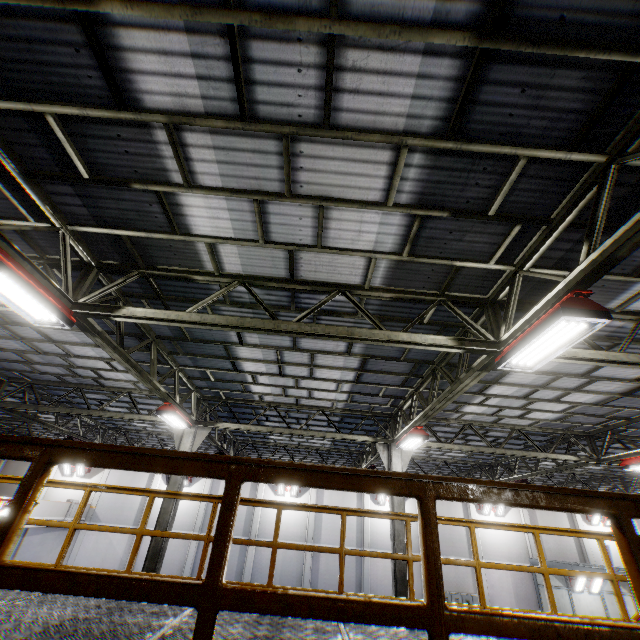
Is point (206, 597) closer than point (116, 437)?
Yes

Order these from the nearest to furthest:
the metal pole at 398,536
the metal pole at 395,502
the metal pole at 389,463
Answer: the metal pole at 398,536, the metal pole at 395,502, the metal pole at 389,463

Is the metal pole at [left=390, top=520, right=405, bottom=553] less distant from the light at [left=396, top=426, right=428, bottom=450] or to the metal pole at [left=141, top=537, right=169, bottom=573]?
the light at [left=396, top=426, right=428, bottom=450]

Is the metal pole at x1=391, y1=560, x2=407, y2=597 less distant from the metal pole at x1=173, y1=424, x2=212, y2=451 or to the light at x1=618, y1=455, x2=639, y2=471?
the metal pole at x1=173, y1=424, x2=212, y2=451

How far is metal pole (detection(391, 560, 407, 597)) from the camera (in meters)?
9.51

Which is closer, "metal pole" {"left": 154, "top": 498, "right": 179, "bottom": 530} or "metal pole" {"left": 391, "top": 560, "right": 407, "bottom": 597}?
"metal pole" {"left": 391, "top": 560, "right": 407, "bottom": 597}

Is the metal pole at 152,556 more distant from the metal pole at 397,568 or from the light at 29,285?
the light at 29,285

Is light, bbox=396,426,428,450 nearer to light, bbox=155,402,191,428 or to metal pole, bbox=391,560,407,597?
metal pole, bbox=391,560,407,597
